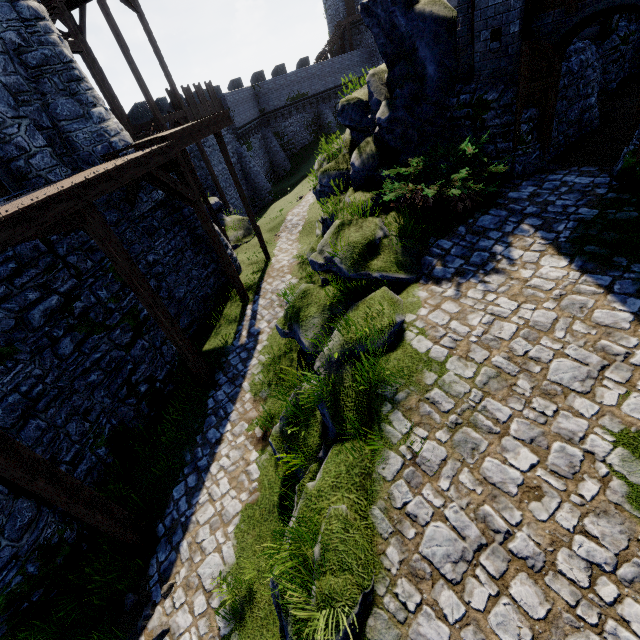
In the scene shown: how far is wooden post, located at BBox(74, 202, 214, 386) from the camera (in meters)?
6.52

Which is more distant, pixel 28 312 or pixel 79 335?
pixel 79 335

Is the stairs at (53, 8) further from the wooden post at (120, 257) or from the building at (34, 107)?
the wooden post at (120, 257)

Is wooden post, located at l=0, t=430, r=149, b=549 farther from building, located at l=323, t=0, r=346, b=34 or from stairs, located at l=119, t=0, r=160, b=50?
building, located at l=323, t=0, r=346, b=34

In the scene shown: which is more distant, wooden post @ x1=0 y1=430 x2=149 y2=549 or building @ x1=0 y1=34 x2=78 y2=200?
building @ x1=0 y1=34 x2=78 y2=200

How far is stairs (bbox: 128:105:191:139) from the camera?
16.8 meters

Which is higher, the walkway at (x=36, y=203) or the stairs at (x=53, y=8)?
the stairs at (x=53, y=8)

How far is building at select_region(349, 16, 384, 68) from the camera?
37.1m
